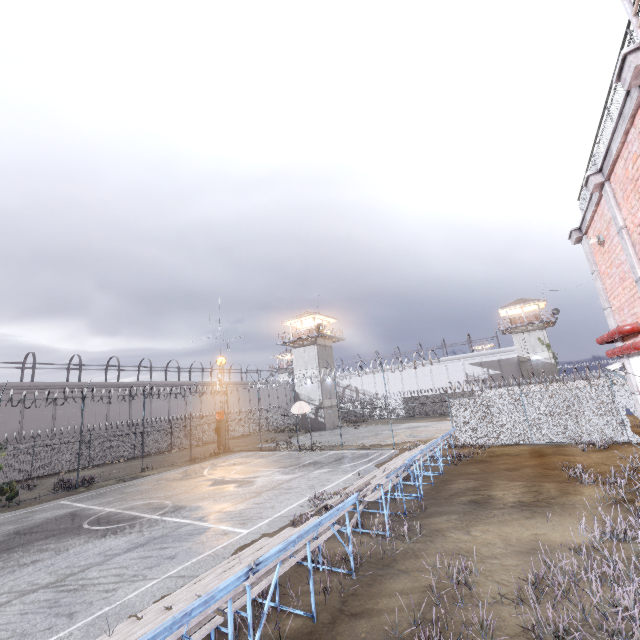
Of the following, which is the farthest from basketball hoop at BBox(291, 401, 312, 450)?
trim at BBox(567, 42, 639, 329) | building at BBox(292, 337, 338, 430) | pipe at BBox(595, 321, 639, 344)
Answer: trim at BBox(567, 42, 639, 329)

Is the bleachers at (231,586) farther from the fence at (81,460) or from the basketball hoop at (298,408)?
the basketball hoop at (298,408)

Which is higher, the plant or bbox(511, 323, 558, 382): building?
bbox(511, 323, 558, 382): building

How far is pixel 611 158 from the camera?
5.55m

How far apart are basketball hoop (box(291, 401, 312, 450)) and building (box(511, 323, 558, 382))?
35.4m

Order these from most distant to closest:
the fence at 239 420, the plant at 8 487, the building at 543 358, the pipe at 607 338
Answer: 1. the building at 543 358
2. the fence at 239 420
3. the plant at 8 487
4. the pipe at 607 338

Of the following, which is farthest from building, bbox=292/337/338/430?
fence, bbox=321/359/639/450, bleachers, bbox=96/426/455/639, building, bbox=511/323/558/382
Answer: bleachers, bbox=96/426/455/639

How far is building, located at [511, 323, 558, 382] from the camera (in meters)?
43.56
